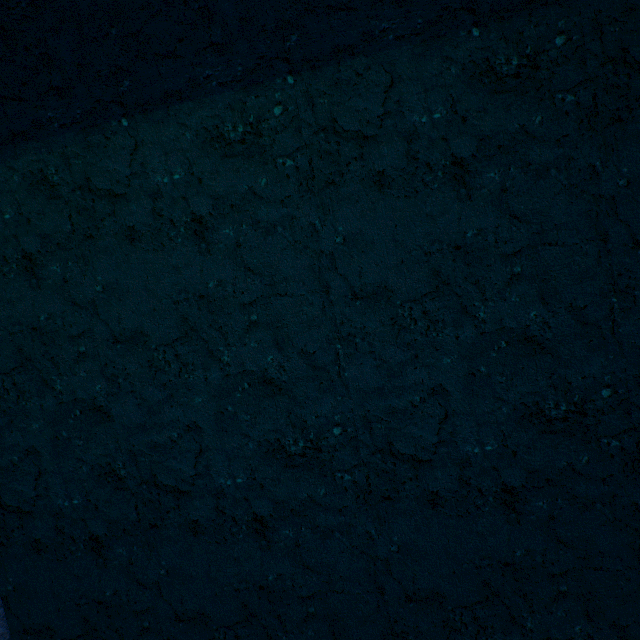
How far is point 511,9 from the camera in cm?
133
